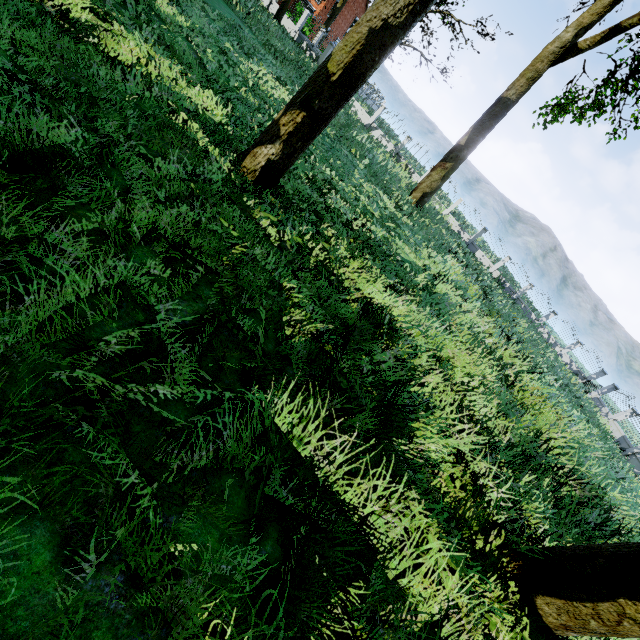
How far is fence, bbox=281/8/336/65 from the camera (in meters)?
25.85

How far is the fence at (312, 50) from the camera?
25.85m

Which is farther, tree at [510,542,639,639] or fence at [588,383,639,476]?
fence at [588,383,639,476]

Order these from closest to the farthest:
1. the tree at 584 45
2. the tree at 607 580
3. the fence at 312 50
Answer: the tree at 607 580 < the tree at 584 45 < the fence at 312 50

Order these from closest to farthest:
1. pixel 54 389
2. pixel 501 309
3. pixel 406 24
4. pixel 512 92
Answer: pixel 54 389 < pixel 406 24 < pixel 512 92 < pixel 501 309

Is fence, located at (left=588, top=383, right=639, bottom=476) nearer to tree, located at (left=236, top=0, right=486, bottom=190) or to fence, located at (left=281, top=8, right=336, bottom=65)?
tree, located at (left=236, top=0, right=486, bottom=190)
